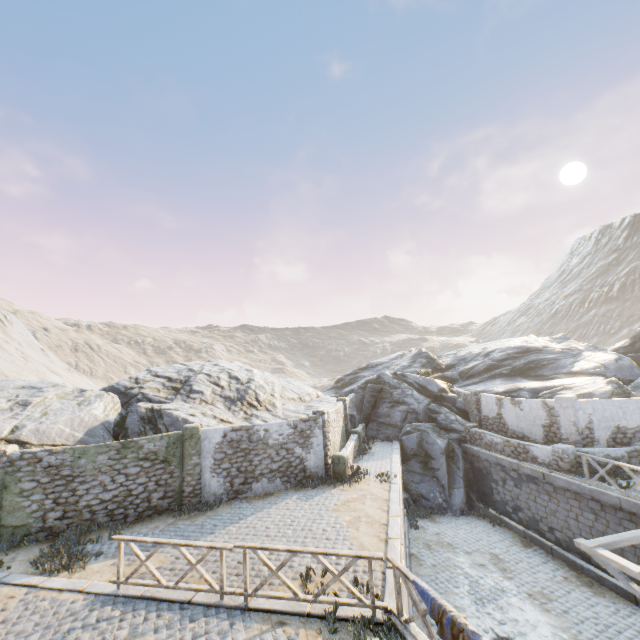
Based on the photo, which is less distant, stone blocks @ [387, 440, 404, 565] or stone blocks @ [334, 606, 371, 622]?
stone blocks @ [334, 606, 371, 622]

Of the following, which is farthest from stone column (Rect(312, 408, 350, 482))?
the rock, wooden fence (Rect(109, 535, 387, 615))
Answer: wooden fence (Rect(109, 535, 387, 615))

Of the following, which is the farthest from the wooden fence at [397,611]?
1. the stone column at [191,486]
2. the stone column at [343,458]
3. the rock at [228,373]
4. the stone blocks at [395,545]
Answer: the stone column at [343,458]

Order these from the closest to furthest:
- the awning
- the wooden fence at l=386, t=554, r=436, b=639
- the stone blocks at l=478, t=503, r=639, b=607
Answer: the wooden fence at l=386, t=554, r=436, b=639, the awning, the stone blocks at l=478, t=503, r=639, b=607

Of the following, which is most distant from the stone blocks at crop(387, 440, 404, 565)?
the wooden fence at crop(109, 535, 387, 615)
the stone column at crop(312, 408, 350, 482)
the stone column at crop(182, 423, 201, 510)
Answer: the stone column at crop(182, 423, 201, 510)

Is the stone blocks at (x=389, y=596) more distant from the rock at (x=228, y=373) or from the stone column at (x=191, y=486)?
the stone column at (x=191, y=486)

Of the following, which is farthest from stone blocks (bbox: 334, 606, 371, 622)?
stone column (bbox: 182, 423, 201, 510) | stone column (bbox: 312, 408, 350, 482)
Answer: stone column (bbox: 182, 423, 201, 510)

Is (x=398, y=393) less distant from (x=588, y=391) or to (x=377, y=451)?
(x=377, y=451)
